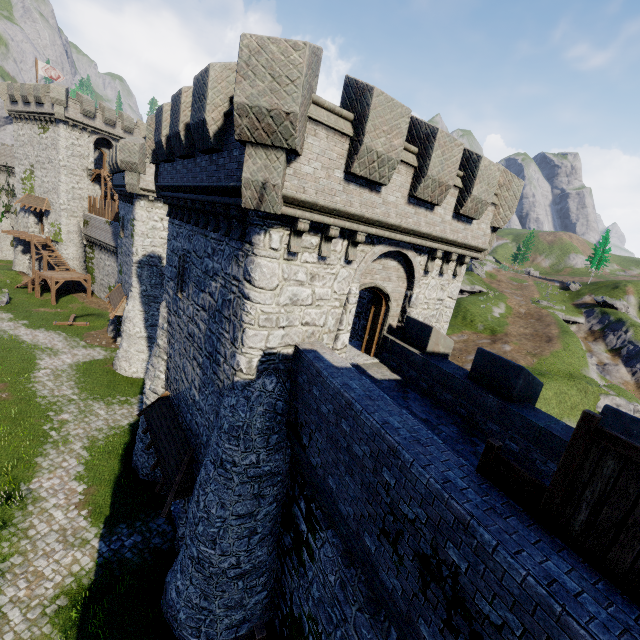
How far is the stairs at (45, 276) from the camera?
36.14m

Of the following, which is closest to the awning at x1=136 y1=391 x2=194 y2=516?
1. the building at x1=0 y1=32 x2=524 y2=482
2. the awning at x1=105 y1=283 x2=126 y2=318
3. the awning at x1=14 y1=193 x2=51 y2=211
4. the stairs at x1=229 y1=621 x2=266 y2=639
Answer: the building at x1=0 y1=32 x2=524 y2=482

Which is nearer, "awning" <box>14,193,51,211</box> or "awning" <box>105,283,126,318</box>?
"awning" <box>105,283,126,318</box>

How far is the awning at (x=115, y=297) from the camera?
25.75m

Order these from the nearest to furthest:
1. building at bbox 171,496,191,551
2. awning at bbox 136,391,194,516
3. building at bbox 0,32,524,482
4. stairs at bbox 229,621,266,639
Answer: building at bbox 0,32,524,482
stairs at bbox 229,621,266,639
awning at bbox 136,391,194,516
building at bbox 171,496,191,551

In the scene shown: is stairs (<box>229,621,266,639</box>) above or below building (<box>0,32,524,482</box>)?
below

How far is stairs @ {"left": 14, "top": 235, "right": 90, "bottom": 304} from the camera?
36.1m

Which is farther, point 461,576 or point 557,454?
point 557,454
